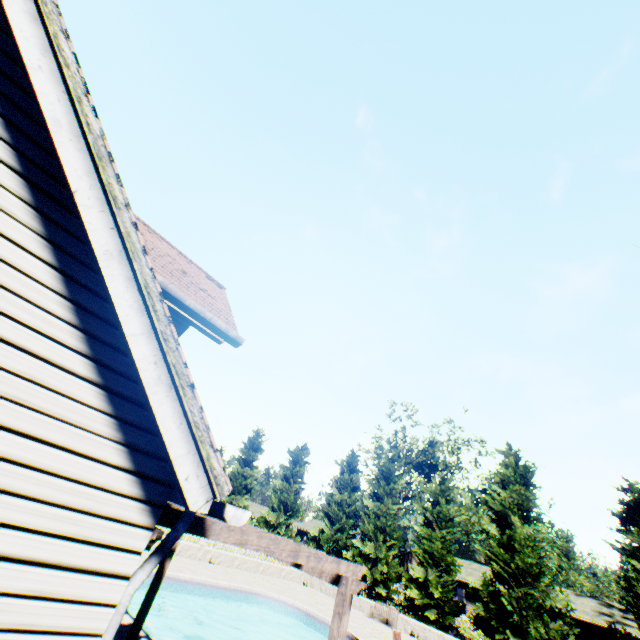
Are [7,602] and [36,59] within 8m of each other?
yes

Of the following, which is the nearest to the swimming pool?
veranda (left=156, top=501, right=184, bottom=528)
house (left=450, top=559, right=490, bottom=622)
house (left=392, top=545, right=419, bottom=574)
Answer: veranda (left=156, top=501, right=184, bottom=528)

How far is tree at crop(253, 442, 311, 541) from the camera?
33.1 meters

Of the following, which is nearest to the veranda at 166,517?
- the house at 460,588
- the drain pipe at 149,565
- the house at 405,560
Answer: the drain pipe at 149,565

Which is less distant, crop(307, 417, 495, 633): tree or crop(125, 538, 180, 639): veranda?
crop(125, 538, 180, 639): veranda

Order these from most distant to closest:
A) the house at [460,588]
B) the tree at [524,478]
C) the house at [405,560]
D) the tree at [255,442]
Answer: the house at [405,560] < the tree at [255,442] < the house at [460,588] < the tree at [524,478]

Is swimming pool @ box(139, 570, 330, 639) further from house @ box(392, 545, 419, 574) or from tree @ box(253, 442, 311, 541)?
house @ box(392, 545, 419, 574)

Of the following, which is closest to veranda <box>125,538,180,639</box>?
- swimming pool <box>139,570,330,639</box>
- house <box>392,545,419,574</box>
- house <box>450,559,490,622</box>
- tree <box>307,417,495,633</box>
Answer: swimming pool <box>139,570,330,639</box>
